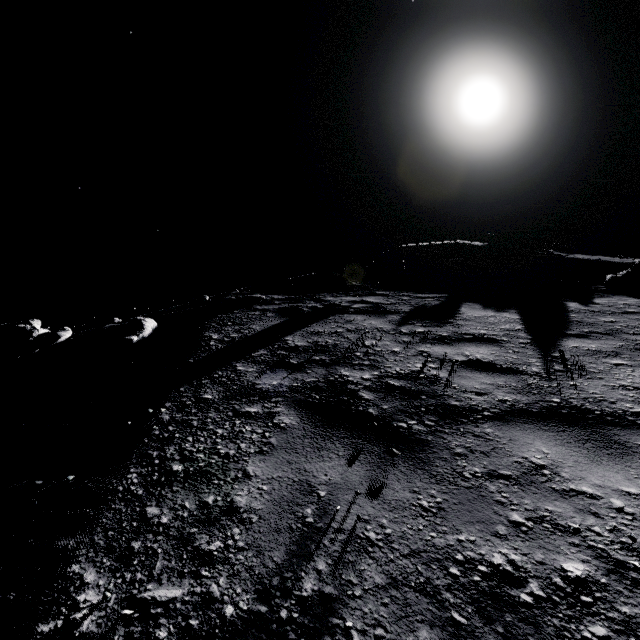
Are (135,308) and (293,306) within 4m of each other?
no

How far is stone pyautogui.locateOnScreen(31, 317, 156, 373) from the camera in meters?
5.4 m

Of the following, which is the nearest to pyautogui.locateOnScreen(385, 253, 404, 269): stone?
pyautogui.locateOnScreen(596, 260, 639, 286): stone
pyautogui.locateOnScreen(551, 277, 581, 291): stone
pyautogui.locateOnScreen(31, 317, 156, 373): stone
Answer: pyautogui.locateOnScreen(551, 277, 581, 291): stone

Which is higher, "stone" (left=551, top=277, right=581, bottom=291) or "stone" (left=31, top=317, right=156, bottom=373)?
"stone" (left=31, top=317, right=156, bottom=373)

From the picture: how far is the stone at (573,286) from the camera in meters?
8.5

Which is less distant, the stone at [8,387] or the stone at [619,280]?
the stone at [8,387]

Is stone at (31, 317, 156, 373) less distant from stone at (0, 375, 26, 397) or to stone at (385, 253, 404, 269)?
stone at (0, 375, 26, 397)

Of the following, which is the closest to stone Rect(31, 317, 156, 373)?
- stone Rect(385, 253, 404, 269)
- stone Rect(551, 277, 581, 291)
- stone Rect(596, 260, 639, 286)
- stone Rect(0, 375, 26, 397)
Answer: stone Rect(0, 375, 26, 397)
